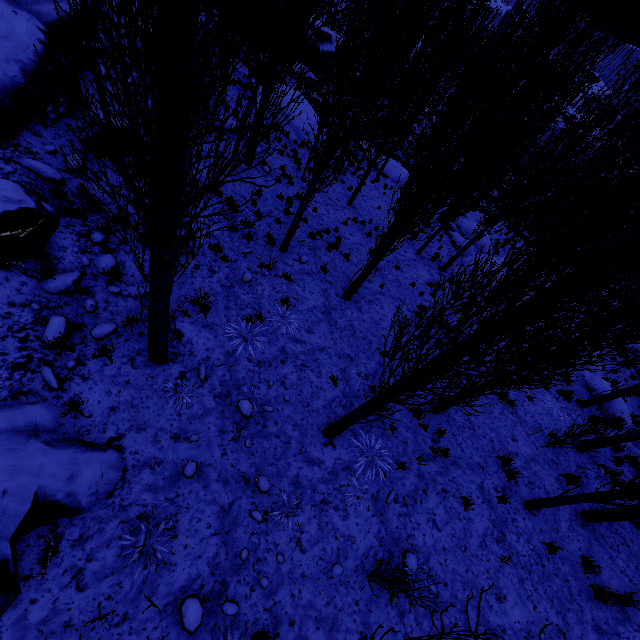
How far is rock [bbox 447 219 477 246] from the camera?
19.3 meters

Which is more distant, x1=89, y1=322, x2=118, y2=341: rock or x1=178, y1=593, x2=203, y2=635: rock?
x1=89, y1=322, x2=118, y2=341: rock

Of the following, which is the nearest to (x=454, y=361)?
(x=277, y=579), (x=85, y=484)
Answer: (x=277, y=579)

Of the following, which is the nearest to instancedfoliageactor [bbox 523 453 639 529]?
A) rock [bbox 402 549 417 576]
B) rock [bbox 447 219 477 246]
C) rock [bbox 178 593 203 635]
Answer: rock [bbox 447 219 477 246]

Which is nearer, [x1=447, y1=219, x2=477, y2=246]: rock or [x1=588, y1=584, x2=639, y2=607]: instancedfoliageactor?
[x1=588, y1=584, x2=639, y2=607]: instancedfoliageactor

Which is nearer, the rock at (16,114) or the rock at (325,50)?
the rock at (16,114)

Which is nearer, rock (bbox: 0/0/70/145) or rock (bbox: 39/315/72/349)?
rock (bbox: 39/315/72/349)

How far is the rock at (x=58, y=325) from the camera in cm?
493
